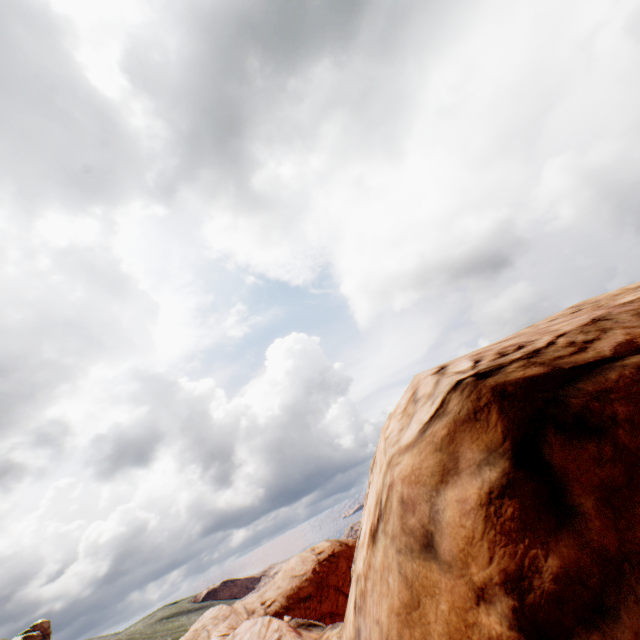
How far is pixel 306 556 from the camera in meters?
26.7
